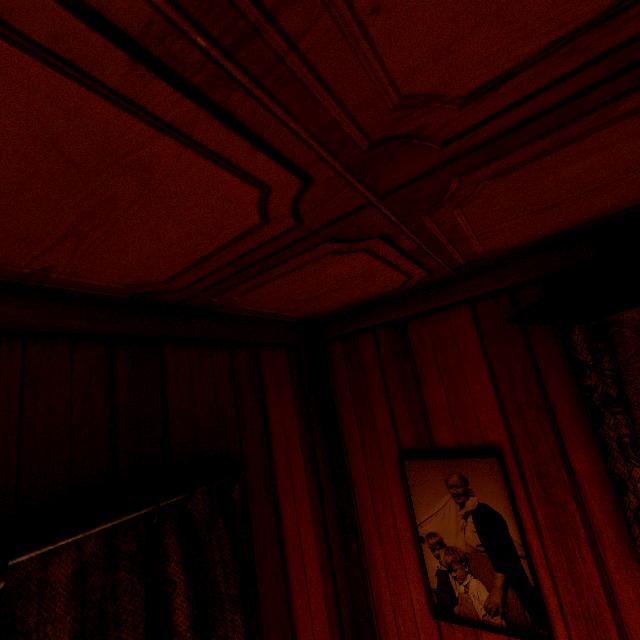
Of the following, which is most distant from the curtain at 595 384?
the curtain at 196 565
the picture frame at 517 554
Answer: the curtain at 196 565

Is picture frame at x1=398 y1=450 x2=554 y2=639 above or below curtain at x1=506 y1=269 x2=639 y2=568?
below

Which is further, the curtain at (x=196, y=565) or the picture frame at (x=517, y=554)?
the picture frame at (x=517, y=554)

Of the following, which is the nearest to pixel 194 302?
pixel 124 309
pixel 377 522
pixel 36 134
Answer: pixel 124 309

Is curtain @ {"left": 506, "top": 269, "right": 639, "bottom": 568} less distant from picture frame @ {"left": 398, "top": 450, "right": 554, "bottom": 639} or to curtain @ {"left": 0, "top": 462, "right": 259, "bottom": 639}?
picture frame @ {"left": 398, "top": 450, "right": 554, "bottom": 639}

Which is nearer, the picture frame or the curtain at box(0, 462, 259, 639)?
the curtain at box(0, 462, 259, 639)

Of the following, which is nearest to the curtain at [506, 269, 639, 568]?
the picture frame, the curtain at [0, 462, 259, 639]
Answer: the picture frame
